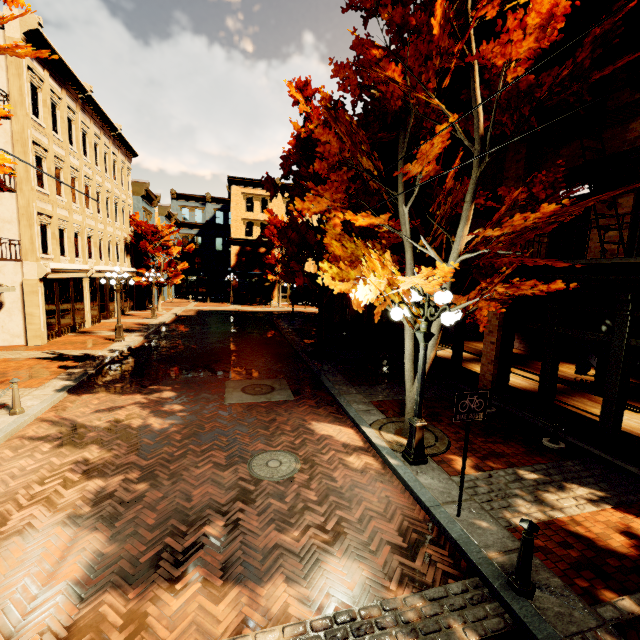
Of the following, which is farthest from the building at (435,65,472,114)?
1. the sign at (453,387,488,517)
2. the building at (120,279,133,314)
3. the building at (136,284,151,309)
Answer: the building at (120,279,133,314)

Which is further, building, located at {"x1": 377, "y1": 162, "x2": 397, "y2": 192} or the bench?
building, located at {"x1": 377, "y1": 162, "x2": 397, "y2": 192}

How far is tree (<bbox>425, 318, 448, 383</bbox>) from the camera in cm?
A: 661

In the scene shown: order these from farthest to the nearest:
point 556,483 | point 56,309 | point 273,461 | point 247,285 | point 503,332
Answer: point 247,285
point 56,309
point 503,332
point 273,461
point 556,483

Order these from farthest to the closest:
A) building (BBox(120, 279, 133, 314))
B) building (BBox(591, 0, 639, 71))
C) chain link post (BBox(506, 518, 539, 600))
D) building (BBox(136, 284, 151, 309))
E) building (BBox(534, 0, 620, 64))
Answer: building (BBox(136, 284, 151, 309)), building (BBox(120, 279, 133, 314)), building (BBox(534, 0, 620, 64)), building (BBox(591, 0, 639, 71)), chain link post (BBox(506, 518, 539, 600))

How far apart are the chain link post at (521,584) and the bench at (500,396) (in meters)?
4.33

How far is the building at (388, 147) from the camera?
16.2m
